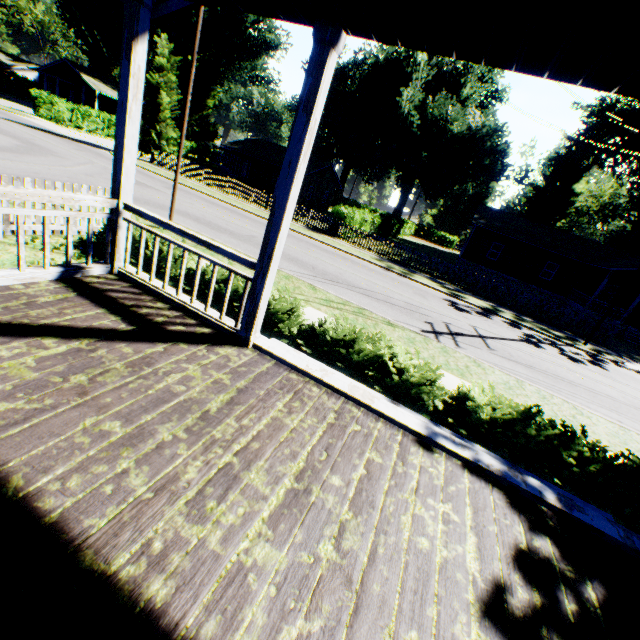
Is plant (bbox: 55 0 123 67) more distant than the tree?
Yes

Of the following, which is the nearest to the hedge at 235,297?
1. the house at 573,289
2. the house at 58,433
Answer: the house at 58,433

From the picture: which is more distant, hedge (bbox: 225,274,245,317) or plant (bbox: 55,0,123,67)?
plant (bbox: 55,0,123,67)

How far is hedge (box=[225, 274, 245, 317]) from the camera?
6.6m

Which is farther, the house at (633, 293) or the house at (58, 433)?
the house at (633, 293)

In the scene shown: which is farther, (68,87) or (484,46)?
(68,87)

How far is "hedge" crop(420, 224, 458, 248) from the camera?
58.6m

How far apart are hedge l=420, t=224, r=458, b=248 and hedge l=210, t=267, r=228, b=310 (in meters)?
58.19
